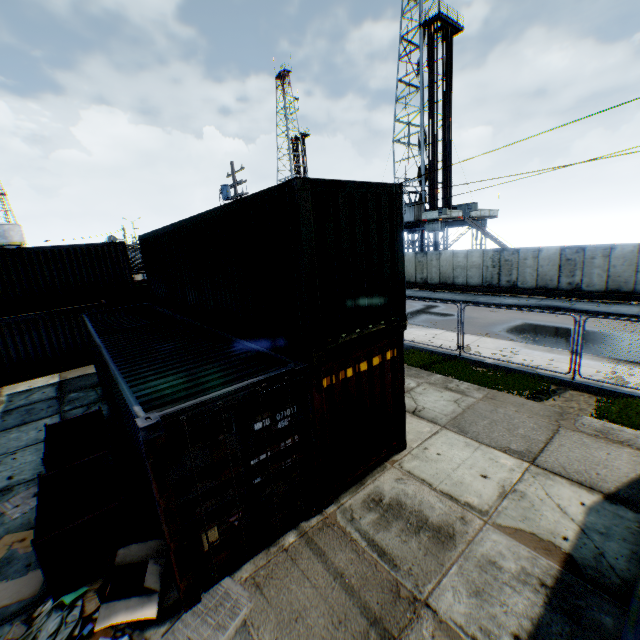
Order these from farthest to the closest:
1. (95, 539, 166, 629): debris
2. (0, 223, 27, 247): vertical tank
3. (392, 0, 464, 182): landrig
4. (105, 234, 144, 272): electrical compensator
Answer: (0, 223, 27, 247): vertical tank → (392, 0, 464, 182): landrig → (105, 234, 144, 272): electrical compensator → (95, 539, 166, 629): debris

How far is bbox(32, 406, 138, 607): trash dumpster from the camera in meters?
4.8 m

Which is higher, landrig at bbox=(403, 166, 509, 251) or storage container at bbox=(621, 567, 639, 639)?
landrig at bbox=(403, 166, 509, 251)

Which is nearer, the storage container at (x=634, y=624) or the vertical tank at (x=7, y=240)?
the storage container at (x=634, y=624)

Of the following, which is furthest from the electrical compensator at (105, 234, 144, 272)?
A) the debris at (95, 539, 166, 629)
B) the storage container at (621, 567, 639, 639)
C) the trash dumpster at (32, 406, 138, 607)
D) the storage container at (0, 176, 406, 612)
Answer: the storage container at (621, 567, 639, 639)

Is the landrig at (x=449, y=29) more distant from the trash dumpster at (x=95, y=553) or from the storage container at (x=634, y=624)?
the trash dumpster at (x=95, y=553)

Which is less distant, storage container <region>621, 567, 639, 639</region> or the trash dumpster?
storage container <region>621, 567, 639, 639</region>

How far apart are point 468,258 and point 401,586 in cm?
2500
